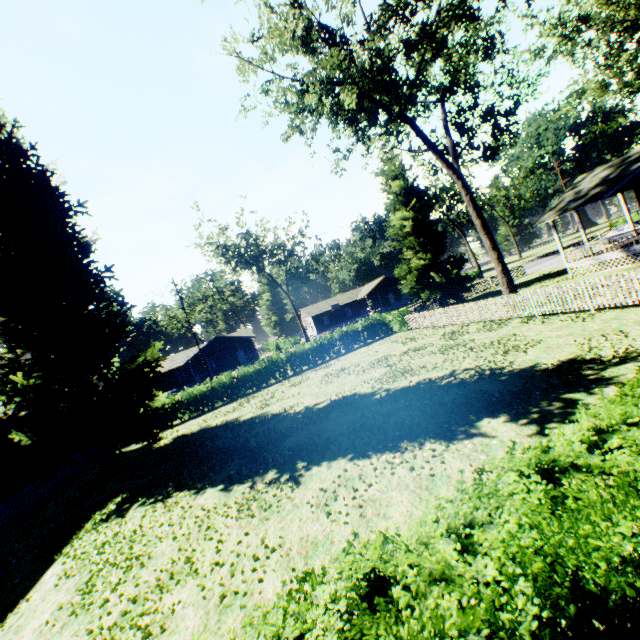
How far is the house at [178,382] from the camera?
48.8 meters

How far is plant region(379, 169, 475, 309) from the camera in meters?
29.8

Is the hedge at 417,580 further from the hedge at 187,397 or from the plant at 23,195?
the plant at 23,195

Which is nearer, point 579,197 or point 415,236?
point 579,197

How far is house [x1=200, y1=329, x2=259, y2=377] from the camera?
49.4m

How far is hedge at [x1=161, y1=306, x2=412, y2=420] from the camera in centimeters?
2517cm

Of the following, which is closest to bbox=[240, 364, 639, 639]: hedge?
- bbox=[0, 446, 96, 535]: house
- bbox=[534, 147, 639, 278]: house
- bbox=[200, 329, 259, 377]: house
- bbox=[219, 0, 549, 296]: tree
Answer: bbox=[219, 0, 549, 296]: tree
